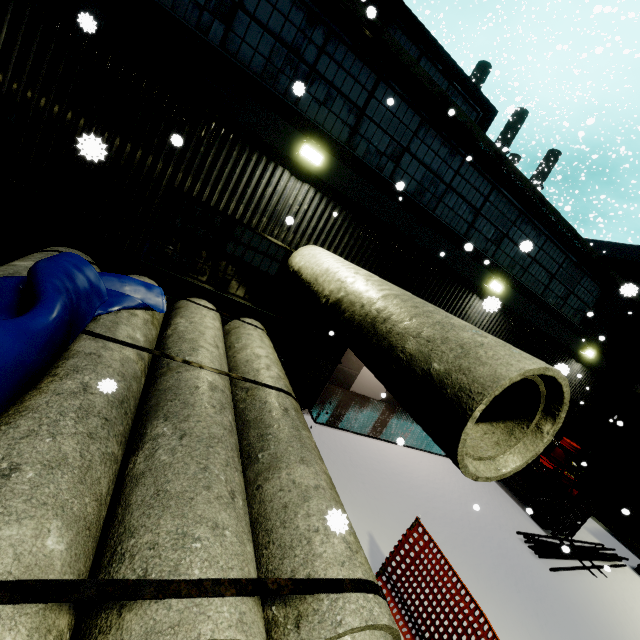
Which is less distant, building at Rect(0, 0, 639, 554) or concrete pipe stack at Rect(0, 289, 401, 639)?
concrete pipe stack at Rect(0, 289, 401, 639)

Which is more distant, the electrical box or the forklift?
the electrical box

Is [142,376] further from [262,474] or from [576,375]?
[576,375]

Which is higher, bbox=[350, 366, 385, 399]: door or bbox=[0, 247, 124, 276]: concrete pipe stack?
bbox=[0, 247, 124, 276]: concrete pipe stack

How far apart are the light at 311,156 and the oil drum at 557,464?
13.5m

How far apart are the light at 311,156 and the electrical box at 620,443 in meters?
19.9 m

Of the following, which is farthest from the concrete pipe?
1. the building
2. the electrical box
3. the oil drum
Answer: the electrical box

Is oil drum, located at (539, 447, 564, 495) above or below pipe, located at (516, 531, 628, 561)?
above
